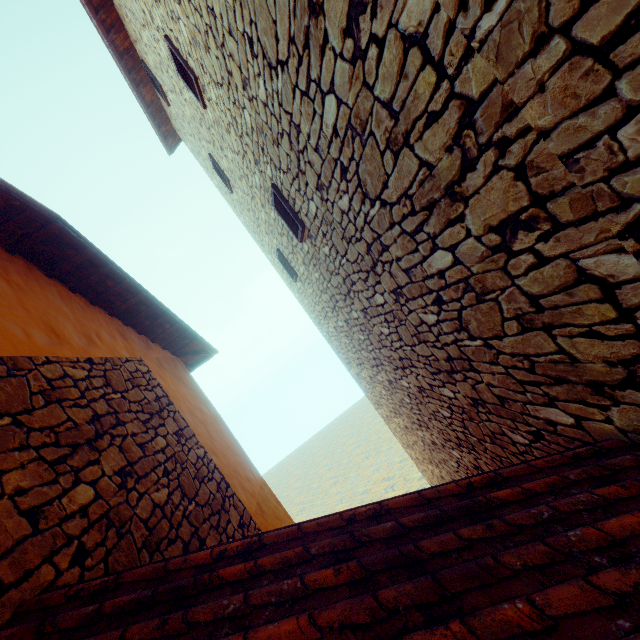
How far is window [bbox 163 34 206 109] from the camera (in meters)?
4.26

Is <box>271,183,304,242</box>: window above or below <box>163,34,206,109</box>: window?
below

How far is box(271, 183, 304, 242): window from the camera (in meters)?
4.18

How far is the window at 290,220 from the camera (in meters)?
4.18

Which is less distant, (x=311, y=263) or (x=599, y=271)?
(x=599, y=271)

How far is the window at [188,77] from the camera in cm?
426

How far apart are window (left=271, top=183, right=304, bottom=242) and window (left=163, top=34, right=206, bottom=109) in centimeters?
178cm
